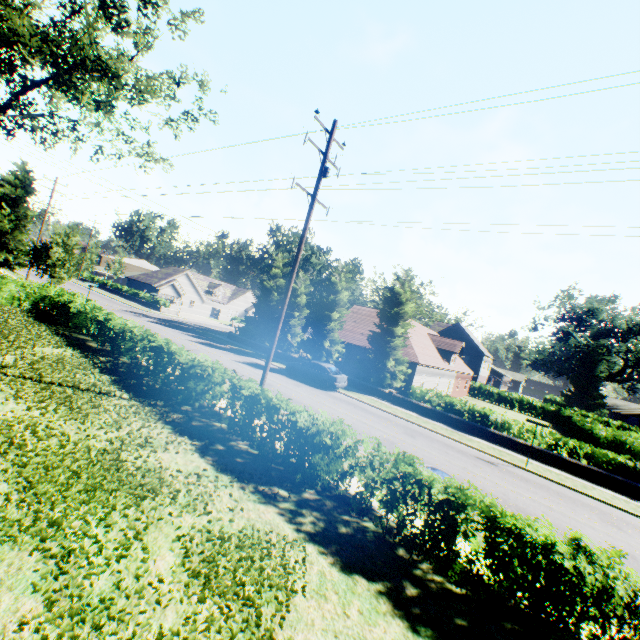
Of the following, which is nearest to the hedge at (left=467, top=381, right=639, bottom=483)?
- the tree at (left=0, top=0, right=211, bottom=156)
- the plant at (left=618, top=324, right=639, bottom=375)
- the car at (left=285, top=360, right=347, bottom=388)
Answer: the tree at (left=0, top=0, right=211, bottom=156)

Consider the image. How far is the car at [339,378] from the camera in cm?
2262

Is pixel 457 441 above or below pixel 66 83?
below

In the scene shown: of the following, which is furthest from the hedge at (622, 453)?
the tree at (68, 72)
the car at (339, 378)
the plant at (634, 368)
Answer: the car at (339, 378)

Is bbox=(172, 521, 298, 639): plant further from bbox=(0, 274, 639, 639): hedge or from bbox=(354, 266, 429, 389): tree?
bbox=(0, 274, 639, 639): hedge

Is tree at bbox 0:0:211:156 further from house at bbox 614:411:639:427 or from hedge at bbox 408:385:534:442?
house at bbox 614:411:639:427

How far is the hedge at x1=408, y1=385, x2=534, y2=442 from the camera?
20.2 meters

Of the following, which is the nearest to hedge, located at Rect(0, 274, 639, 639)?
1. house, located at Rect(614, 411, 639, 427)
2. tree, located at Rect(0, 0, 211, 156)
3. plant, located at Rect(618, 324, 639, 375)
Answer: tree, located at Rect(0, 0, 211, 156)
